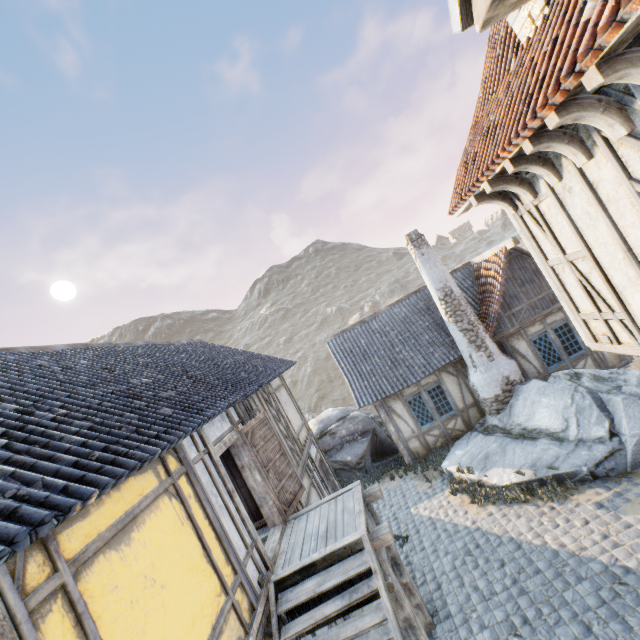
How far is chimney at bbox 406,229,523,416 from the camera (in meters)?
11.25

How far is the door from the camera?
7.0m

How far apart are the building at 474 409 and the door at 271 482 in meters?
5.6

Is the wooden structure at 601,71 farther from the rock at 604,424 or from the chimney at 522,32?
the rock at 604,424

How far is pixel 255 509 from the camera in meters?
7.6

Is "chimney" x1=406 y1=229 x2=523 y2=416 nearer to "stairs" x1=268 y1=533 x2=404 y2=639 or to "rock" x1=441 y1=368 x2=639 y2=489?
"rock" x1=441 y1=368 x2=639 y2=489

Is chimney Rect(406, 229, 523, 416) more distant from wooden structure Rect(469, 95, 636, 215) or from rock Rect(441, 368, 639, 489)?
wooden structure Rect(469, 95, 636, 215)

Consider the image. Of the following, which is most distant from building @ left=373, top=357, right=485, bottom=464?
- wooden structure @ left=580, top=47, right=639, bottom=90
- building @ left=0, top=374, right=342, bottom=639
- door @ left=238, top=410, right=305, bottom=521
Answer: wooden structure @ left=580, top=47, right=639, bottom=90
